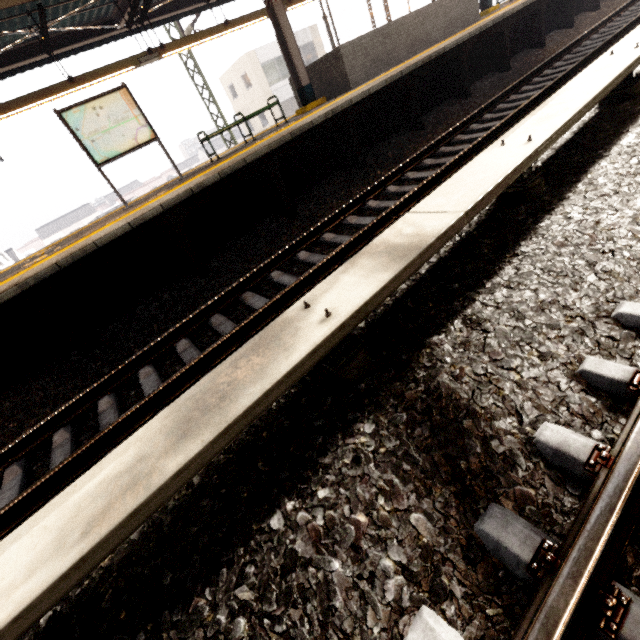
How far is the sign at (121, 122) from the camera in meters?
6.5 m

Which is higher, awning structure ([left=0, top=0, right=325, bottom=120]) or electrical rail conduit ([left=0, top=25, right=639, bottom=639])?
awning structure ([left=0, top=0, right=325, bottom=120])

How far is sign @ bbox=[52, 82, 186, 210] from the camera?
6.5 meters

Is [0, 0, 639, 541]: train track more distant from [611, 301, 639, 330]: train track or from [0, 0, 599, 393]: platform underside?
[611, 301, 639, 330]: train track

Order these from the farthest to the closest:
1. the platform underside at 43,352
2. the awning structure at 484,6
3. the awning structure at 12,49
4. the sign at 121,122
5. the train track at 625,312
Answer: the awning structure at 484,6
the awning structure at 12,49
the sign at 121,122
the platform underside at 43,352
the train track at 625,312

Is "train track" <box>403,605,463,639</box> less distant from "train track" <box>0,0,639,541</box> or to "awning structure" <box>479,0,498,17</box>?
"train track" <box>0,0,639,541</box>

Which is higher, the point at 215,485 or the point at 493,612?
the point at 215,485

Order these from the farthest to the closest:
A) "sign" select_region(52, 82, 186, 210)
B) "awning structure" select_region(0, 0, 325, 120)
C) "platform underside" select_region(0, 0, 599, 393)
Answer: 1. "awning structure" select_region(0, 0, 325, 120)
2. "sign" select_region(52, 82, 186, 210)
3. "platform underside" select_region(0, 0, 599, 393)
